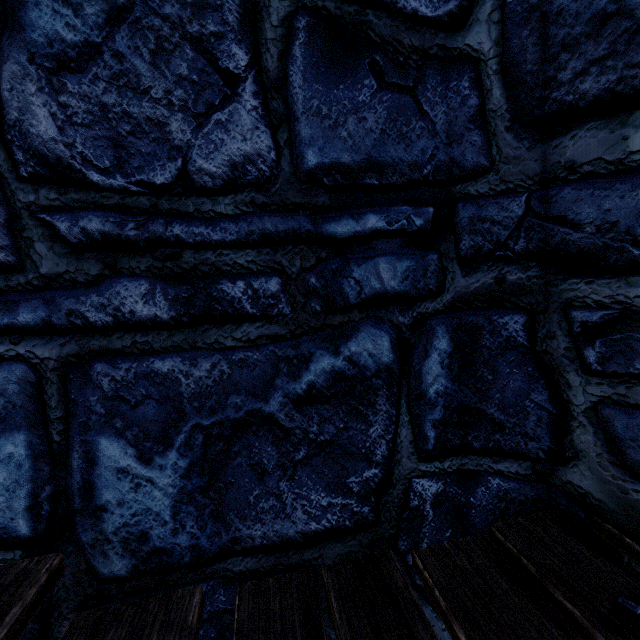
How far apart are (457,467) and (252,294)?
1.1m
